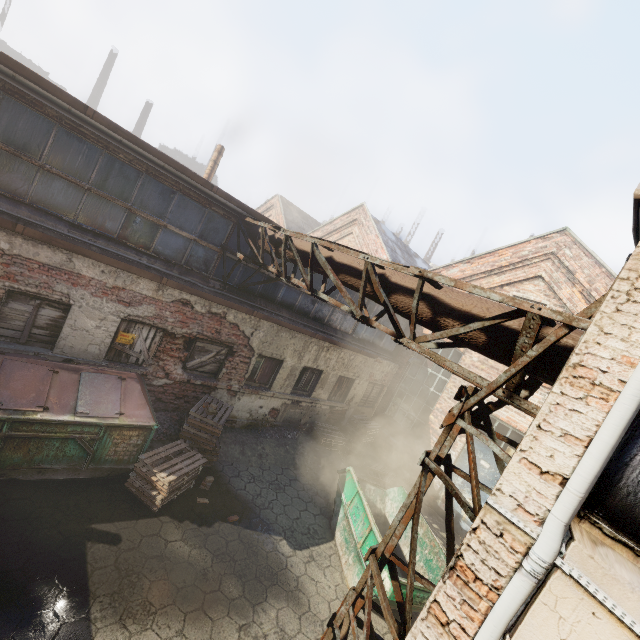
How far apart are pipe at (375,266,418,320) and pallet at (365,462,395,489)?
Answer: 8.0 meters

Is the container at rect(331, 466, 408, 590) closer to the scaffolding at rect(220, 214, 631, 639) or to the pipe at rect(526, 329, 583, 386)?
the scaffolding at rect(220, 214, 631, 639)

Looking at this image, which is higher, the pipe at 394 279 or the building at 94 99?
the building at 94 99

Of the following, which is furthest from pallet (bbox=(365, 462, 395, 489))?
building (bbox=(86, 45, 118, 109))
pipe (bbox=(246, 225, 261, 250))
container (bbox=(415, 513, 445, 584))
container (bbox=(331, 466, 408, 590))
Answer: building (bbox=(86, 45, 118, 109))

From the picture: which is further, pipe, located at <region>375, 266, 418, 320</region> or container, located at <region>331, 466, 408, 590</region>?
container, located at <region>331, 466, 408, 590</region>

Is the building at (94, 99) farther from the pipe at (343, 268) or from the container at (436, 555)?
the container at (436, 555)

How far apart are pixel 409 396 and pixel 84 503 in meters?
11.3

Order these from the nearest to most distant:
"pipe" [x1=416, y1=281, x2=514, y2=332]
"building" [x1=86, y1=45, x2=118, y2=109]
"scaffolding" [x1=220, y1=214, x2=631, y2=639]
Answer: "scaffolding" [x1=220, y1=214, x2=631, y2=639] < "pipe" [x1=416, y1=281, x2=514, y2=332] < "building" [x1=86, y1=45, x2=118, y2=109]
